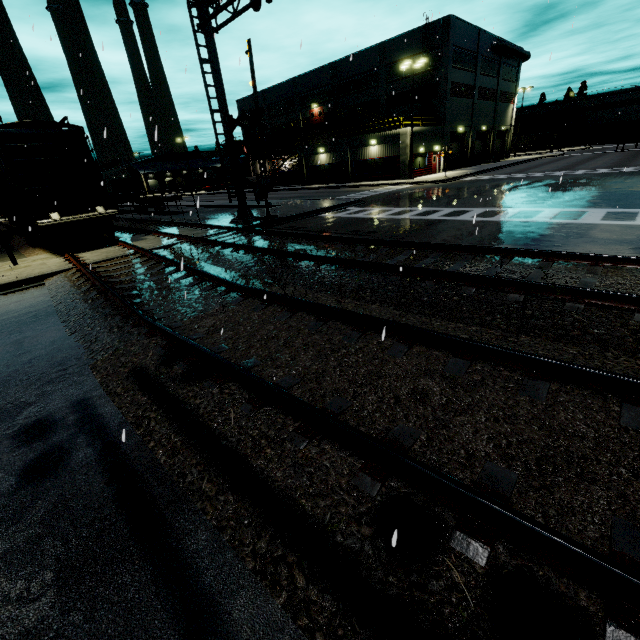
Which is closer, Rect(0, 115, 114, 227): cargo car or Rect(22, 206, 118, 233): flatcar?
Rect(0, 115, 114, 227): cargo car

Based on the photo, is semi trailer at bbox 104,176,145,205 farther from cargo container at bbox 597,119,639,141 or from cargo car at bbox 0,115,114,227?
cargo container at bbox 597,119,639,141

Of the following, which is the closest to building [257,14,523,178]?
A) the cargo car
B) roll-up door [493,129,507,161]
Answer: roll-up door [493,129,507,161]

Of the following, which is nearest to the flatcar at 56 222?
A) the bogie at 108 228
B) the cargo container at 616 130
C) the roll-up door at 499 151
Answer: the bogie at 108 228

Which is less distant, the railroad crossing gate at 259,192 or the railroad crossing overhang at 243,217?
the railroad crossing overhang at 243,217

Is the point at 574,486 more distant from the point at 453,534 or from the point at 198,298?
the point at 198,298

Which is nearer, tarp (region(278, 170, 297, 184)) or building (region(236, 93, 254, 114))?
tarp (region(278, 170, 297, 184))

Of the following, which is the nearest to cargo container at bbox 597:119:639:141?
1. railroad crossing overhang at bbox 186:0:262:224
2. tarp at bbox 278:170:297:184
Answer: tarp at bbox 278:170:297:184
